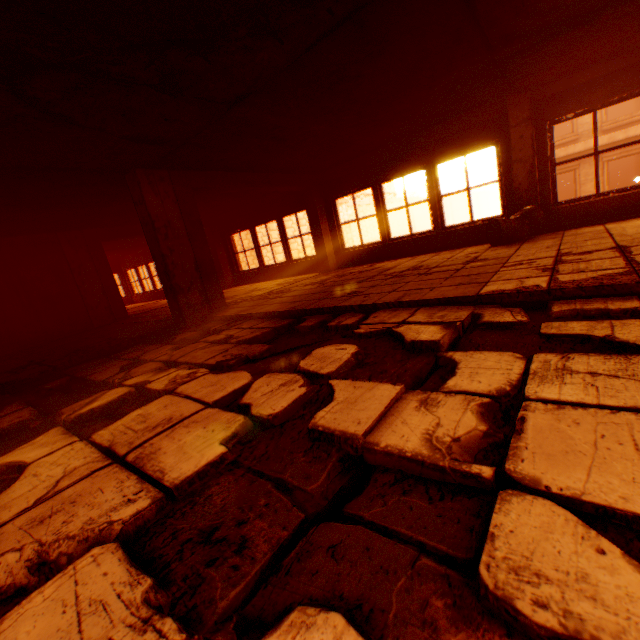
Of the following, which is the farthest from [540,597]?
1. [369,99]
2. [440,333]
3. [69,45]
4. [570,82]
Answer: [570,82]

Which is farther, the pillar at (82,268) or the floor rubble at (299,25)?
the pillar at (82,268)

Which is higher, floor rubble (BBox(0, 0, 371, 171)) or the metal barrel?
floor rubble (BBox(0, 0, 371, 171))

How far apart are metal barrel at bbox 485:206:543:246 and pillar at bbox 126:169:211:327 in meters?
5.6 m

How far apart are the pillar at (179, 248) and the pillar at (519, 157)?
6.3m

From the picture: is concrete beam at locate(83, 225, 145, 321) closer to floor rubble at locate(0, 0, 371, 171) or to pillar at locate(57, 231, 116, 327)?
pillar at locate(57, 231, 116, 327)

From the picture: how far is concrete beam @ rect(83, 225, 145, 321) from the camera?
9.05m

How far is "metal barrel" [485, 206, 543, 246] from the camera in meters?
5.9
